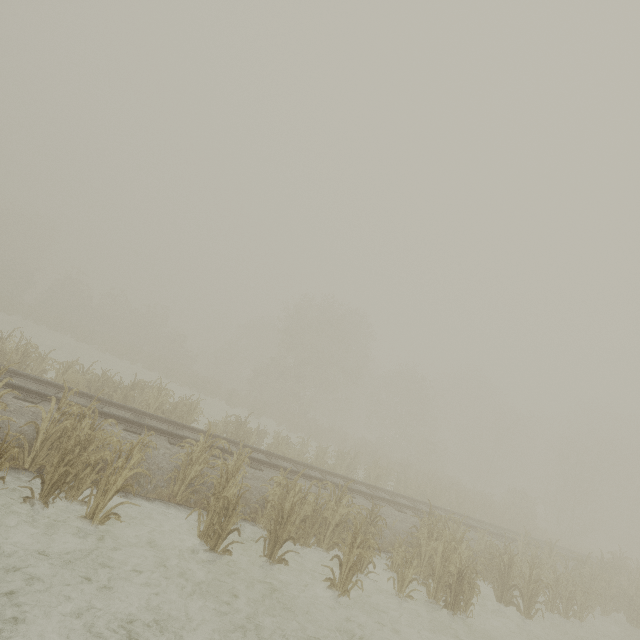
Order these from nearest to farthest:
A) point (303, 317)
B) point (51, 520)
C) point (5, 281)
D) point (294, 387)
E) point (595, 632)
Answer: point (51, 520), point (595, 632), point (294, 387), point (303, 317), point (5, 281)

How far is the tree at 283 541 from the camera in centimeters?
647cm

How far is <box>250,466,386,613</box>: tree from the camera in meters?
6.5 m
